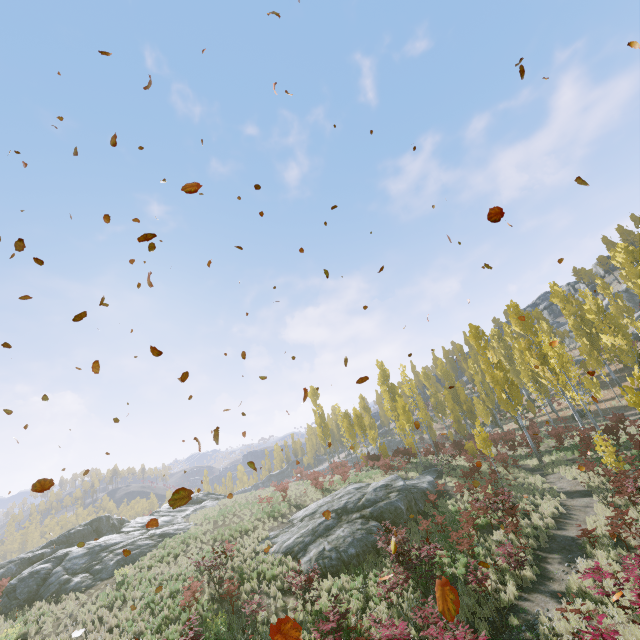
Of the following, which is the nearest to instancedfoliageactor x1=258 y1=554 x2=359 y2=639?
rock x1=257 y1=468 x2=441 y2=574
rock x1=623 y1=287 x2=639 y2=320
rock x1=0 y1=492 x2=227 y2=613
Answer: rock x1=257 y1=468 x2=441 y2=574

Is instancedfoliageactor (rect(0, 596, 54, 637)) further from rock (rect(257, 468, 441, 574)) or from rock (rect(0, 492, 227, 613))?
rock (rect(0, 492, 227, 613))

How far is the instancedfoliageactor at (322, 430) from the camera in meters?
28.4

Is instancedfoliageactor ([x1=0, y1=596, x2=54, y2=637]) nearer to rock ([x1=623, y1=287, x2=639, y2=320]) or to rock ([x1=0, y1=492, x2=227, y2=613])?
rock ([x1=0, y1=492, x2=227, y2=613])

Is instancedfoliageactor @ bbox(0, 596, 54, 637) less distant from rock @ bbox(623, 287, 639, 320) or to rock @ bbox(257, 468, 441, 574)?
rock @ bbox(257, 468, 441, 574)

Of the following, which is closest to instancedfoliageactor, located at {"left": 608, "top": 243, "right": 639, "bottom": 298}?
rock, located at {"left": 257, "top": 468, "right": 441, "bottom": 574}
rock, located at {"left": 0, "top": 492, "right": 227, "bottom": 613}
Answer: rock, located at {"left": 257, "top": 468, "right": 441, "bottom": 574}

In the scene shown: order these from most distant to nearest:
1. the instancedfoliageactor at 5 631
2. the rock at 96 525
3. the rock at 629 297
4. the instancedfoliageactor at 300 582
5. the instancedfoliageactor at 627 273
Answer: the rock at 629 297 → the instancedfoliageactor at 627 273 → the rock at 96 525 → the instancedfoliageactor at 5 631 → the instancedfoliageactor at 300 582

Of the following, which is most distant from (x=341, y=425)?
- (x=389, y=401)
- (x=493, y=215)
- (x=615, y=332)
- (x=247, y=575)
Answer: (x=493, y=215)
